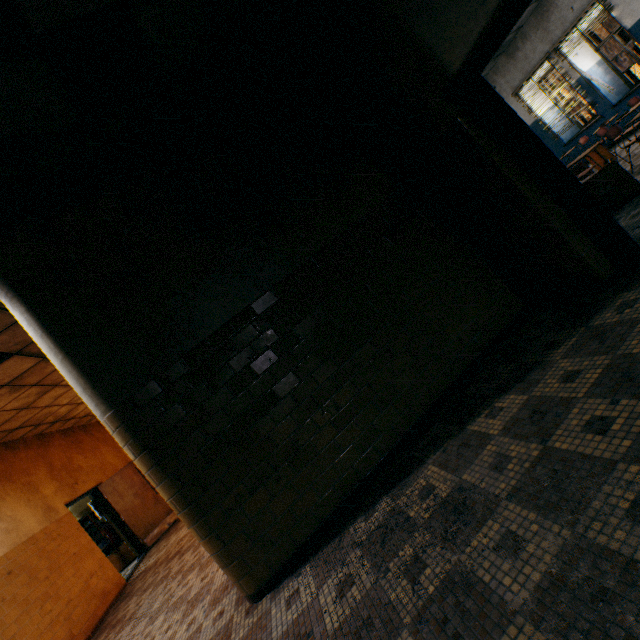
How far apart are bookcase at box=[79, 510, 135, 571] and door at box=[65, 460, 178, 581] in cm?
58

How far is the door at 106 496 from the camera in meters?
8.4

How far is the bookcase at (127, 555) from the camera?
8.76m

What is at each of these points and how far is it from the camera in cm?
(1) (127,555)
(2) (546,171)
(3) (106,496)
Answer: (1) bookcase, 883
(2) door frame, 274
(3) door, 845

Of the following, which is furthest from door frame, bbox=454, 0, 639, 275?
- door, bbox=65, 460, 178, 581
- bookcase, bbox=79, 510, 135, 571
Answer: bookcase, bbox=79, 510, 135, 571

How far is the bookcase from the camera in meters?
→ 8.8

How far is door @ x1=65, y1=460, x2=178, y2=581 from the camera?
8.37m
